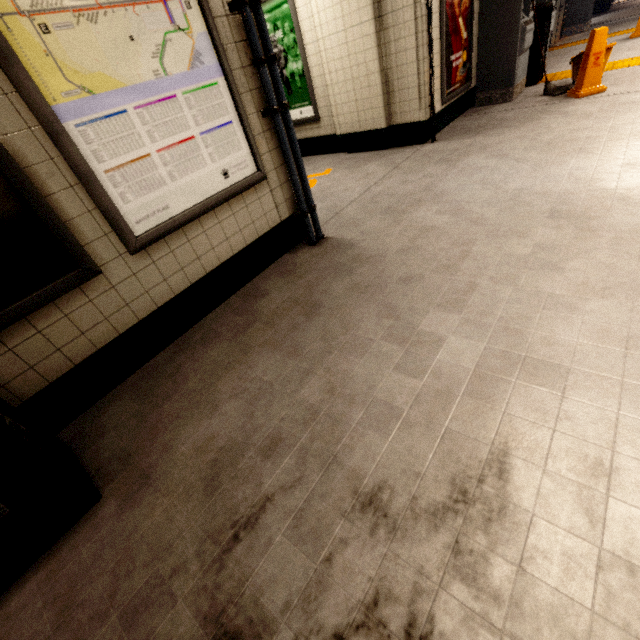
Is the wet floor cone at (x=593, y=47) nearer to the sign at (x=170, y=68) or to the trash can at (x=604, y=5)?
the sign at (x=170, y=68)

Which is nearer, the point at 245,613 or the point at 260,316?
the point at 245,613

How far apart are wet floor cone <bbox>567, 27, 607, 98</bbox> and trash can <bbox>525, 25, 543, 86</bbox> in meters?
1.5 m

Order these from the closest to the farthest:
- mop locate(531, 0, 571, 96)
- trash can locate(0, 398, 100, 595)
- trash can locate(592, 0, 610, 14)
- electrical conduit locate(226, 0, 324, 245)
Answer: trash can locate(0, 398, 100, 595) < electrical conduit locate(226, 0, 324, 245) < mop locate(531, 0, 571, 96) < trash can locate(592, 0, 610, 14)

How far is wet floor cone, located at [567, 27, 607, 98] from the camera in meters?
4.5 m

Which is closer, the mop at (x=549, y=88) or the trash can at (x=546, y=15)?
the mop at (x=549, y=88)

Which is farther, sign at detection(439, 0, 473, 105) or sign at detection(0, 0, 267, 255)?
sign at detection(439, 0, 473, 105)

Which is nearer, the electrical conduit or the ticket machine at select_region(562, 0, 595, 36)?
the electrical conduit
